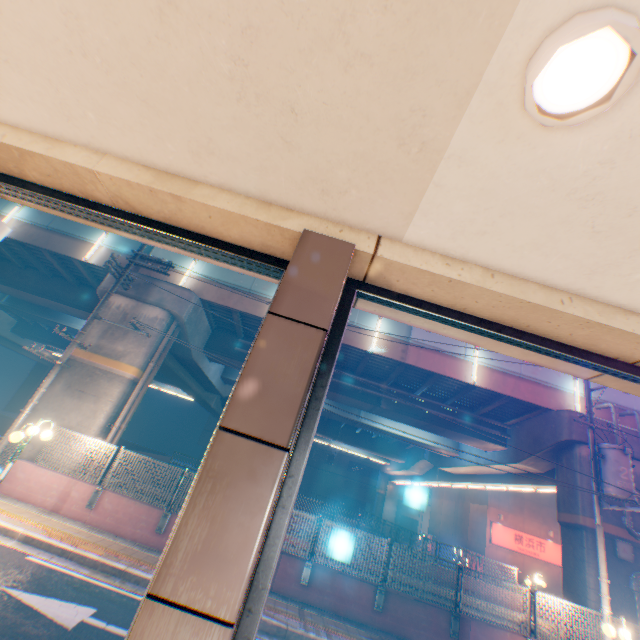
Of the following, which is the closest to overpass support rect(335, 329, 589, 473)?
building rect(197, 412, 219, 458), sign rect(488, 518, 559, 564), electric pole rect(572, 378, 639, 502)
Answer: electric pole rect(572, 378, 639, 502)

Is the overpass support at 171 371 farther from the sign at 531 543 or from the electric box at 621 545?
the sign at 531 543

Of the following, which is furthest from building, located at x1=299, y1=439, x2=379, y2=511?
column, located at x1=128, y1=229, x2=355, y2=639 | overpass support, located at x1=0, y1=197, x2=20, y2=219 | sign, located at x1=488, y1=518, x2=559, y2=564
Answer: column, located at x1=128, y1=229, x2=355, y2=639

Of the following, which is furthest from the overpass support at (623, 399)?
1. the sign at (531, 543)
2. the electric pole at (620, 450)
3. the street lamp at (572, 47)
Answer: the street lamp at (572, 47)

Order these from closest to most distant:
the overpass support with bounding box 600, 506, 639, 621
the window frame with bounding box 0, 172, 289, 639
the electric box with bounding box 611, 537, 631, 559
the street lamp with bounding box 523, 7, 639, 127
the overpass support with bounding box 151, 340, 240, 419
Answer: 1. the street lamp with bounding box 523, 7, 639, 127
2. the window frame with bounding box 0, 172, 289, 639
3. the overpass support with bounding box 600, 506, 639, 621
4. the electric box with bounding box 611, 537, 631, 559
5. the overpass support with bounding box 151, 340, 240, 419

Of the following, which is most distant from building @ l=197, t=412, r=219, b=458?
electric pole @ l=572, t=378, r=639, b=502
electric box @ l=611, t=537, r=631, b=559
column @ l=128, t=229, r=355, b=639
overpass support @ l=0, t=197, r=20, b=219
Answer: column @ l=128, t=229, r=355, b=639

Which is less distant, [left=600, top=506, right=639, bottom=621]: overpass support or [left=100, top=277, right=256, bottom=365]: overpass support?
[left=600, top=506, right=639, bottom=621]: overpass support

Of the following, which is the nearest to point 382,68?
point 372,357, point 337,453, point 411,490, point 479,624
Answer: point 479,624
